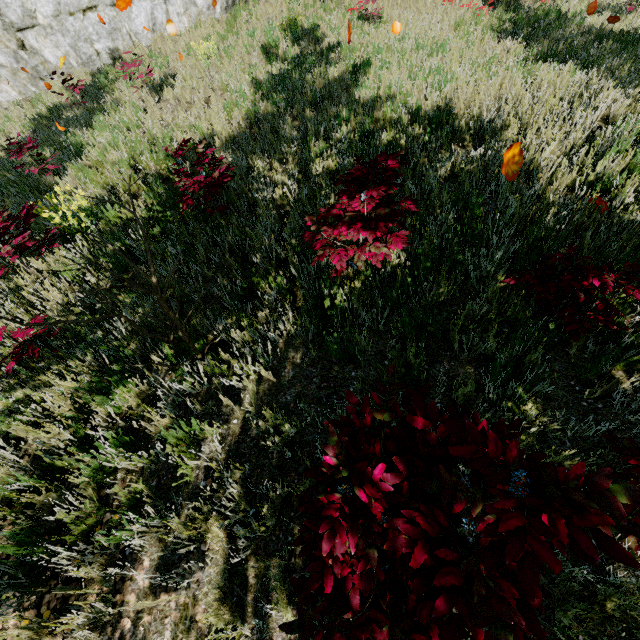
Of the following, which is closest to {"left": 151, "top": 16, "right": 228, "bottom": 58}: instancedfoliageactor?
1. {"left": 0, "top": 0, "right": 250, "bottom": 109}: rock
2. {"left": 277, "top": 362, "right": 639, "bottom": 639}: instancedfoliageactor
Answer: {"left": 277, "top": 362, "right": 639, "bottom": 639}: instancedfoliageactor

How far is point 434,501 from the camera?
1.3 meters

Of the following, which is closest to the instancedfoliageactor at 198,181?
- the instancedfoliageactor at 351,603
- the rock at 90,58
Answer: the instancedfoliageactor at 351,603

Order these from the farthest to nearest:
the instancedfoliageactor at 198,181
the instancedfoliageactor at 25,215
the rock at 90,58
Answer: the rock at 90,58 < the instancedfoliageactor at 198,181 < the instancedfoliageactor at 25,215

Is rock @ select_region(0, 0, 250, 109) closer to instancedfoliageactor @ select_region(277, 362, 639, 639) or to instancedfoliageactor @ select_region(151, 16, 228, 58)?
instancedfoliageactor @ select_region(151, 16, 228, 58)

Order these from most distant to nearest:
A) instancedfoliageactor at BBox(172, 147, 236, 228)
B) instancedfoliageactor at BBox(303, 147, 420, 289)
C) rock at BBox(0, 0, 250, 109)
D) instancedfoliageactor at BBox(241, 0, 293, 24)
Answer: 1. instancedfoliageactor at BBox(241, 0, 293, 24)
2. rock at BBox(0, 0, 250, 109)
3. instancedfoliageactor at BBox(172, 147, 236, 228)
4. instancedfoliageactor at BBox(303, 147, 420, 289)

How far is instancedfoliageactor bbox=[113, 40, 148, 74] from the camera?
8.8 meters
